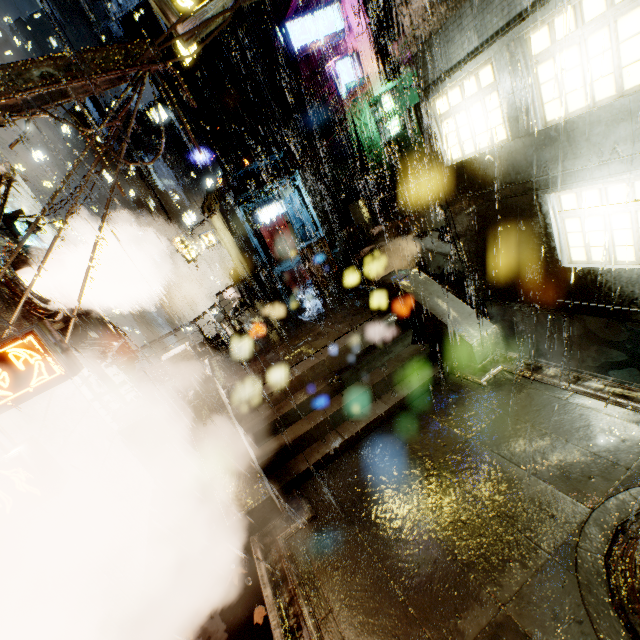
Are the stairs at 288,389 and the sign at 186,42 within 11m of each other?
yes

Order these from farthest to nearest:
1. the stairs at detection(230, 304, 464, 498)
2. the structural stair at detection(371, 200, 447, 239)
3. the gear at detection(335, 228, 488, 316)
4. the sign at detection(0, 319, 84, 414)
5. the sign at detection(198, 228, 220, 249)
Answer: the sign at detection(198, 228, 220, 249) → the structural stair at detection(371, 200, 447, 239) → the gear at detection(335, 228, 488, 316) → the stairs at detection(230, 304, 464, 498) → the sign at detection(0, 319, 84, 414)

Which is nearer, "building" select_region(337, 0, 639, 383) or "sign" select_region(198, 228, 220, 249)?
"building" select_region(337, 0, 639, 383)

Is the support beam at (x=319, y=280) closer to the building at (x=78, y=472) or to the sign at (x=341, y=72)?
the building at (x=78, y=472)

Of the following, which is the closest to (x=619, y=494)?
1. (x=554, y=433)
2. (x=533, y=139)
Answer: (x=554, y=433)

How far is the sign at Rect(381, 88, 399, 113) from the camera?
19.5m

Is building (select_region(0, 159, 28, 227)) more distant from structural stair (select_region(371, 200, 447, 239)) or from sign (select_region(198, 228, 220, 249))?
sign (select_region(198, 228, 220, 249))

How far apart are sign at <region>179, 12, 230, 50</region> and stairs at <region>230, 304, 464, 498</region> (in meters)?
7.66
